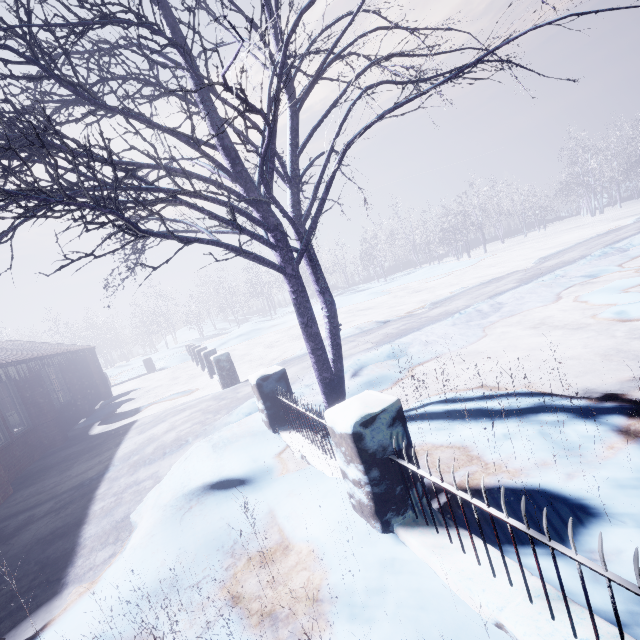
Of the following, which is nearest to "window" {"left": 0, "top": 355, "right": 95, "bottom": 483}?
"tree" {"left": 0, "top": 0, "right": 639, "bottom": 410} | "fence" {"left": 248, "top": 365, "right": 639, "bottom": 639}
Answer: "tree" {"left": 0, "top": 0, "right": 639, "bottom": 410}

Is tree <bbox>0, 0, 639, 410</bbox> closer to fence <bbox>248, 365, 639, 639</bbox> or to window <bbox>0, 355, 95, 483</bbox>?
fence <bbox>248, 365, 639, 639</bbox>

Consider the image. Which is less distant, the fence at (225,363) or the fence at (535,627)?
the fence at (535,627)

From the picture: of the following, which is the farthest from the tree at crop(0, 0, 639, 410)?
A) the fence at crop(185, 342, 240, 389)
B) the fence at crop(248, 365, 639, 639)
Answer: the fence at crop(185, 342, 240, 389)

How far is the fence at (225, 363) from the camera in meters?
8.4

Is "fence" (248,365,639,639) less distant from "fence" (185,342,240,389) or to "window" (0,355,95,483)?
"fence" (185,342,240,389)

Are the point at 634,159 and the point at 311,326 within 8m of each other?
no

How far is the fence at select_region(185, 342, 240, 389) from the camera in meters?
8.4 m
